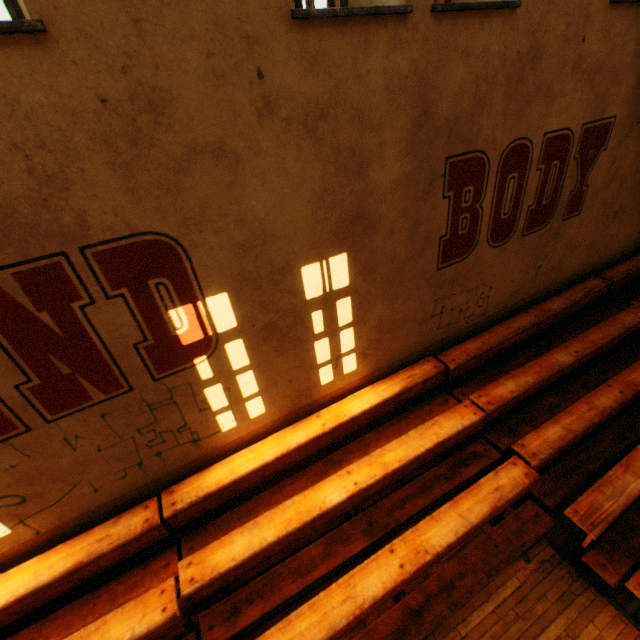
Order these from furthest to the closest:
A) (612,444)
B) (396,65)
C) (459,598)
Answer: (612,444), (459,598), (396,65)

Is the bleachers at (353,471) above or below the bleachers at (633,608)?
above

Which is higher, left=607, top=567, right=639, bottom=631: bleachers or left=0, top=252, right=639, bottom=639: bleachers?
left=0, top=252, right=639, bottom=639: bleachers
